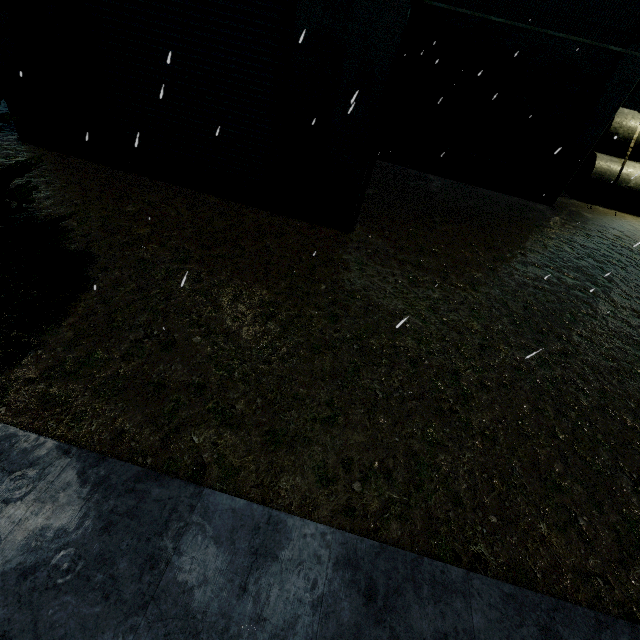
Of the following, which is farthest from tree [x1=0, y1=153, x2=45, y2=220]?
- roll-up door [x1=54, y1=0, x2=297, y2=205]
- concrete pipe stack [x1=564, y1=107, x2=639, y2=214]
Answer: concrete pipe stack [x1=564, y1=107, x2=639, y2=214]

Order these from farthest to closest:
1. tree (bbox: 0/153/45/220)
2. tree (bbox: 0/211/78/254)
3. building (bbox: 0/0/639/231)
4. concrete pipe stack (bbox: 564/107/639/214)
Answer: concrete pipe stack (bbox: 564/107/639/214) < building (bbox: 0/0/639/231) < tree (bbox: 0/211/78/254) < tree (bbox: 0/153/45/220)

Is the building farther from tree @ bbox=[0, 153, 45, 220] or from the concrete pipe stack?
the concrete pipe stack

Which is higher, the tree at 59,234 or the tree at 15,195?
the tree at 15,195

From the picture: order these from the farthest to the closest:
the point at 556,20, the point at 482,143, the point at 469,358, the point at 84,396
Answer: the point at 482,143 < the point at 556,20 < the point at 469,358 < the point at 84,396

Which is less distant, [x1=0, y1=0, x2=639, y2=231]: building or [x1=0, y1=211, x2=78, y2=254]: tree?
[x1=0, y1=211, x2=78, y2=254]: tree

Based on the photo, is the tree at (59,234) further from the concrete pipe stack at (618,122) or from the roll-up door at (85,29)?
the concrete pipe stack at (618,122)
